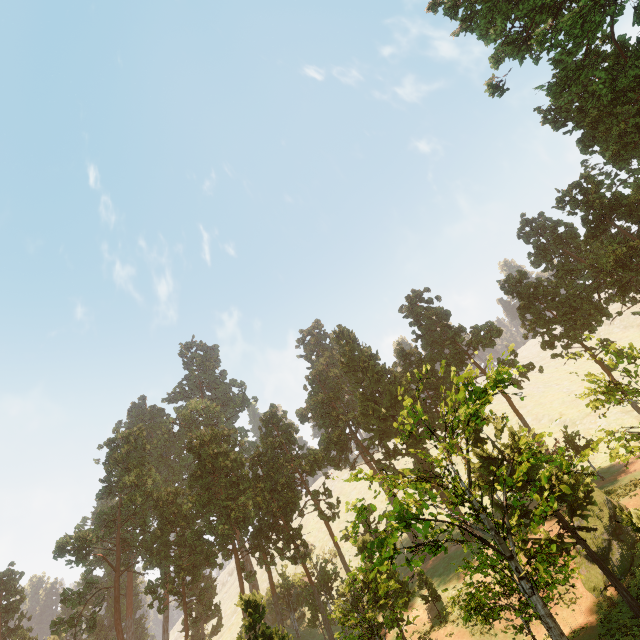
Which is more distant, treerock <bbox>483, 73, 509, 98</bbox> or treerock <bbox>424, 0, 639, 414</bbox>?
treerock <bbox>483, 73, 509, 98</bbox>

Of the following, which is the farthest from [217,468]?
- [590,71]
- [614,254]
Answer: [590,71]

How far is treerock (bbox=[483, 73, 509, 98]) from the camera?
31.92m

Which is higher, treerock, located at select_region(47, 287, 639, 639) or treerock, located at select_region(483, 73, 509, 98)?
treerock, located at select_region(483, 73, 509, 98)

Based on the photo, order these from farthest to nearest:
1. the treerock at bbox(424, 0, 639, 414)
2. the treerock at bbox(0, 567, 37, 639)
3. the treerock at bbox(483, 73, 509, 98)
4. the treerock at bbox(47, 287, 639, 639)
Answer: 1. the treerock at bbox(0, 567, 37, 639)
2. the treerock at bbox(483, 73, 509, 98)
3. the treerock at bbox(424, 0, 639, 414)
4. the treerock at bbox(47, 287, 639, 639)

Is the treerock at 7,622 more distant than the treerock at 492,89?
Yes

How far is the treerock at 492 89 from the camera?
31.9m
